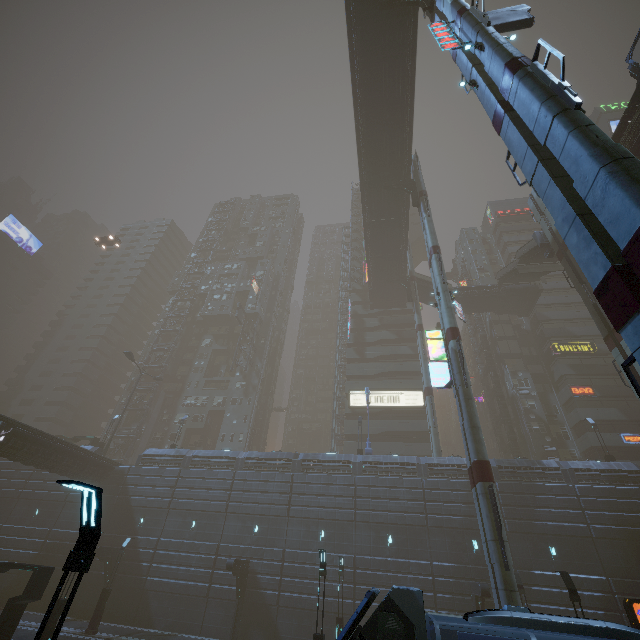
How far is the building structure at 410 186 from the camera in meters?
34.5 m

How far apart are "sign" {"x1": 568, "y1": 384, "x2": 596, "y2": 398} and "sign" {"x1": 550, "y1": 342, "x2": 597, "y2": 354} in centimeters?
428cm

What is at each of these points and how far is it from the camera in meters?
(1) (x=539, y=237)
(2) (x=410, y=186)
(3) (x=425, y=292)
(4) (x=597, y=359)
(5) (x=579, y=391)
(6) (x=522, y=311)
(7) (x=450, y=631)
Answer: (1) building structure, 31.4 m
(2) building structure, 36.1 m
(3) stairs, 50.7 m
(4) building, 42.4 m
(5) sign, 40.0 m
(6) bridge, 48.1 m
(7) building, 22.7 m

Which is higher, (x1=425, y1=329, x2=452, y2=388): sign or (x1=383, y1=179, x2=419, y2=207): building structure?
(x1=383, y1=179, x2=419, y2=207): building structure

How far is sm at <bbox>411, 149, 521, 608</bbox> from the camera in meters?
14.7

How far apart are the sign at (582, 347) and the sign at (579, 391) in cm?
428

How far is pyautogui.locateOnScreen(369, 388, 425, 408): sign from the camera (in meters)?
44.41

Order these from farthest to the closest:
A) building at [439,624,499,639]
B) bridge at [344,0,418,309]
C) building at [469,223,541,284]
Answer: building at [469,223,541,284]
bridge at [344,0,418,309]
building at [439,624,499,639]
